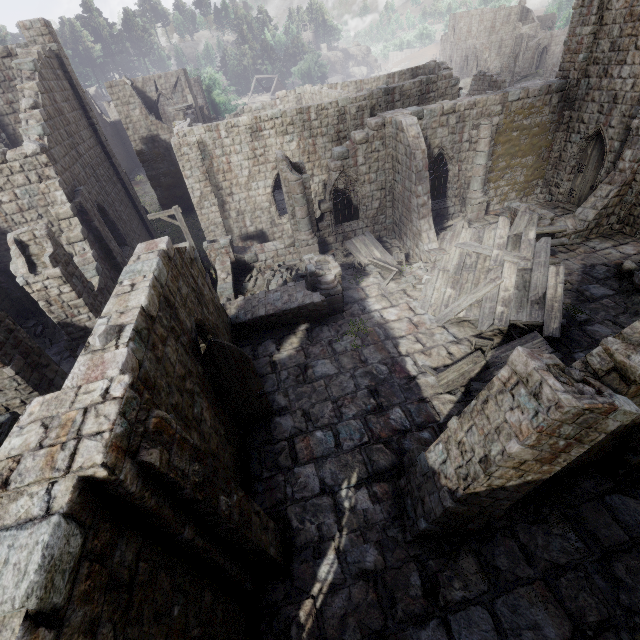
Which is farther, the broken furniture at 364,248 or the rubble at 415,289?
the broken furniture at 364,248

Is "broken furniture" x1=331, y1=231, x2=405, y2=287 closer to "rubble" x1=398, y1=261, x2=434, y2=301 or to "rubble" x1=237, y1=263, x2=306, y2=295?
"rubble" x1=398, y1=261, x2=434, y2=301

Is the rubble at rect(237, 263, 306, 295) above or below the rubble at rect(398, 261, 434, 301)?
above

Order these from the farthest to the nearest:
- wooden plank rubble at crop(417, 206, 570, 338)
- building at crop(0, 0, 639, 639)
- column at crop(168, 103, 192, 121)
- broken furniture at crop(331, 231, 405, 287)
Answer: column at crop(168, 103, 192, 121) < broken furniture at crop(331, 231, 405, 287) < wooden plank rubble at crop(417, 206, 570, 338) < building at crop(0, 0, 639, 639)

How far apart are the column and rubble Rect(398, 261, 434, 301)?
24.7m

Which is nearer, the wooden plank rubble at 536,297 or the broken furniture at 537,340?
the broken furniture at 537,340

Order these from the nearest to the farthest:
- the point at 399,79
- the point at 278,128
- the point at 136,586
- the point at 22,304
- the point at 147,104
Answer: the point at 136,586
the point at 22,304
the point at 278,128
the point at 399,79
the point at 147,104

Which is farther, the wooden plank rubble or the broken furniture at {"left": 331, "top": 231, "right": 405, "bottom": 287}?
the broken furniture at {"left": 331, "top": 231, "right": 405, "bottom": 287}
